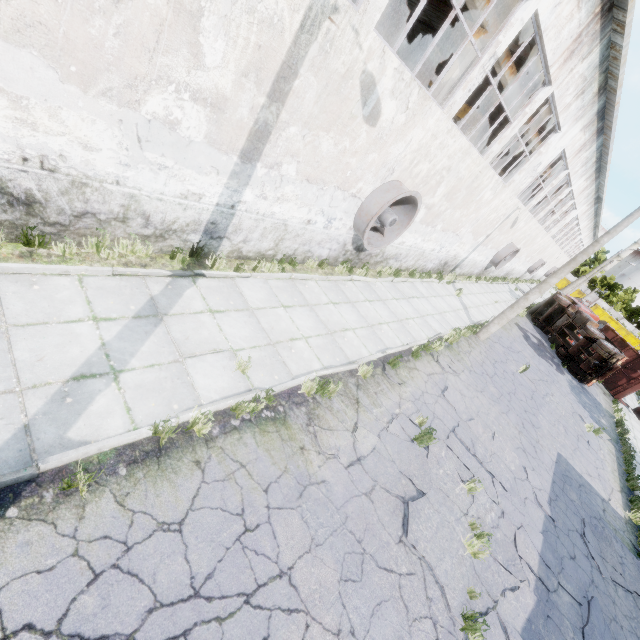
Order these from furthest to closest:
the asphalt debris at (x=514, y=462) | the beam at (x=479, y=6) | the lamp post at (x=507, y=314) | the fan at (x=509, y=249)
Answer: the fan at (x=509, y=249), the lamp post at (x=507, y=314), the beam at (x=479, y=6), the asphalt debris at (x=514, y=462)

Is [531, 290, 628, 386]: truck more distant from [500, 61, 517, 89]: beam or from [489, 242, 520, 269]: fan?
[500, 61, 517, 89]: beam

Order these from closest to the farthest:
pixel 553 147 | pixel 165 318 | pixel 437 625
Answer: pixel 437 625 → pixel 165 318 → pixel 553 147

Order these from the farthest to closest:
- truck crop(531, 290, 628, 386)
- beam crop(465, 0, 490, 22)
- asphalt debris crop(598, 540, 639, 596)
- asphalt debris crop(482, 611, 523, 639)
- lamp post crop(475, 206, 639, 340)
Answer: truck crop(531, 290, 628, 386) → lamp post crop(475, 206, 639, 340) → beam crop(465, 0, 490, 22) → asphalt debris crop(598, 540, 639, 596) → asphalt debris crop(482, 611, 523, 639)

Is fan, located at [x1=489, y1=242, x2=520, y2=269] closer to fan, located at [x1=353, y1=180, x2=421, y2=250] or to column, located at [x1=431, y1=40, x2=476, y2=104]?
column, located at [x1=431, y1=40, x2=476, y2=104]

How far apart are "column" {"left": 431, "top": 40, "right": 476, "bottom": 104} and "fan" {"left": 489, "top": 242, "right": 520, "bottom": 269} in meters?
13.4 m

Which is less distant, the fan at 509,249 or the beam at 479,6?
the beam at 479,6

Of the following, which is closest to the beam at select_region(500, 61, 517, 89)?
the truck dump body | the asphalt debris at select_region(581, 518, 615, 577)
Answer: the truck dump body
